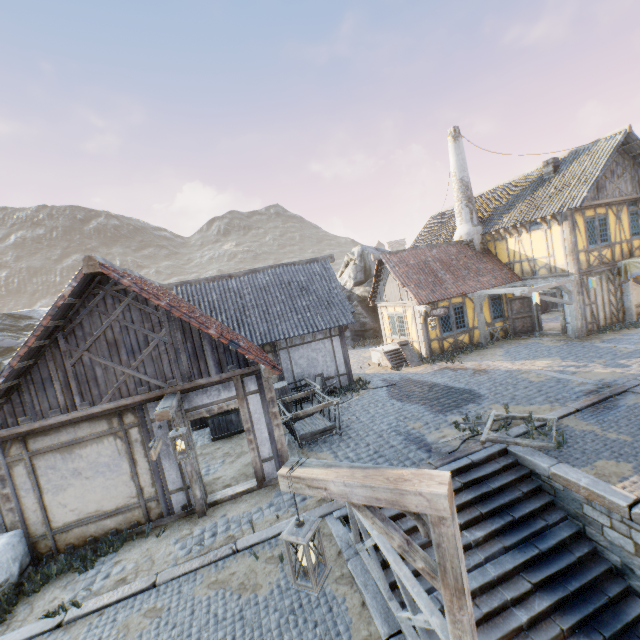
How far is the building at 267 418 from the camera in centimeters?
760cm

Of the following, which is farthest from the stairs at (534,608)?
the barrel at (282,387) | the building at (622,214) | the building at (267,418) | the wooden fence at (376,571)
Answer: the building at (622,214)

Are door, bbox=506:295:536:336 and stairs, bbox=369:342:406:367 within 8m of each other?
yes

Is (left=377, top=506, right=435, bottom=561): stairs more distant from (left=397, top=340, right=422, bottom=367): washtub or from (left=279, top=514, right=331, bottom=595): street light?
(left=397, top=340, right=422, bottom=367): washtub

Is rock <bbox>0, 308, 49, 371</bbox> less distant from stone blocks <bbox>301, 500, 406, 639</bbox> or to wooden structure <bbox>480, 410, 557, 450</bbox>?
stone blocks <bbox>301, 500, 406, 639</bbox>

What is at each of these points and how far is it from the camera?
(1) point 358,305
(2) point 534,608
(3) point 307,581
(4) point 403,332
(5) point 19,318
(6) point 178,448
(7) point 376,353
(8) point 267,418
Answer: (1) rock, 23.8m
(2) stairs, 5.5m
(3) street light, 2.9m
(4) building, 17.5m
(5) rock, 22.2m
(6) street light, 6.0m
(7) stairs, 17.4m
(8) building, 8.0m

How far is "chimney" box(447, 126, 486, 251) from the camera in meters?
18.4 m

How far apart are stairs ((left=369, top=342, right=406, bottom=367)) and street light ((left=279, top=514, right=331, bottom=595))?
13.28m
